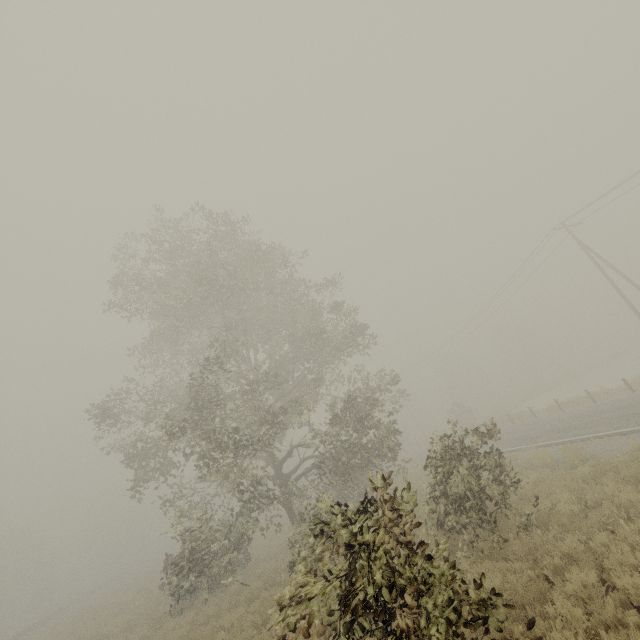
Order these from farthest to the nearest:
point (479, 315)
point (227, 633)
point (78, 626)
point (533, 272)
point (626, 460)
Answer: point (479, 315), point (533, 272), point (78, 626), point (227, 633), point (626, 460)
